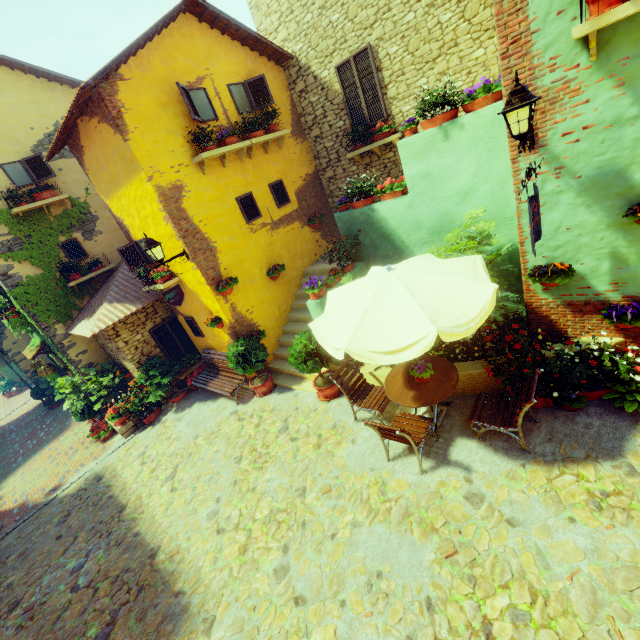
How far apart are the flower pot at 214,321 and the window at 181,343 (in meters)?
2.56

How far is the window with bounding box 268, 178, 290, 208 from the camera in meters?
9.2 m

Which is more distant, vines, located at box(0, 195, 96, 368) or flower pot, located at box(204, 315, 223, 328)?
vines, located at box(0, 195, 96, 368)

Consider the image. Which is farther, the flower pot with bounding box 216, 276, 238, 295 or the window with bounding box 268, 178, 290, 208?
the window with bounding box 268, 178, 290, 208

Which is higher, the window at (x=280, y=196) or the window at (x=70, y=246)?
the window at (x=70, y=246)

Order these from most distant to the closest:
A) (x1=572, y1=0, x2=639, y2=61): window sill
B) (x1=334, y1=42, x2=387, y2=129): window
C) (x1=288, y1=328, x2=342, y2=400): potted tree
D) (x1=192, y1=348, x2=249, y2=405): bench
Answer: (x1=192, y1=348, x2=249, y2=405): bench, (x1=334, y1=42, x2=387, y2=129): window, (x1=288, y1=328, x2=342, y2=400): potted tree, (x1=572, y1=0, x2=639, y2=61): window sill

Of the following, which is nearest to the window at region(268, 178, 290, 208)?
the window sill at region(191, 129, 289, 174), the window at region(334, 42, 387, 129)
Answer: the window sill at region(191, 129, 289, 174)

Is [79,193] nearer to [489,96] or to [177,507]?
[177,507]
